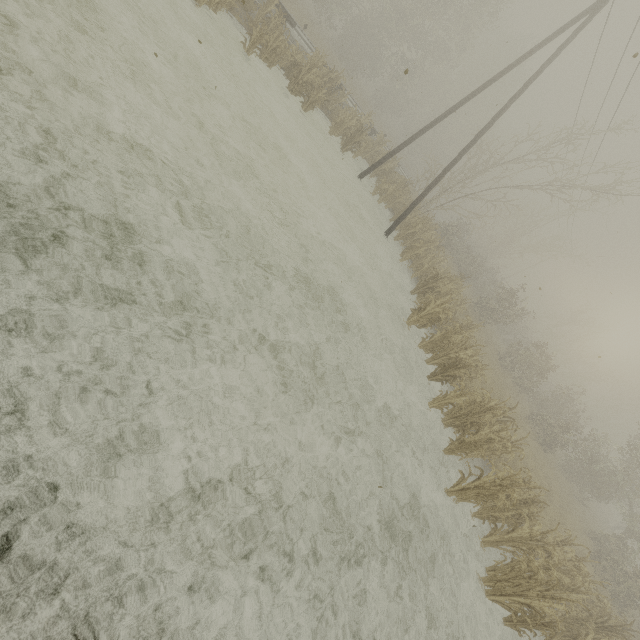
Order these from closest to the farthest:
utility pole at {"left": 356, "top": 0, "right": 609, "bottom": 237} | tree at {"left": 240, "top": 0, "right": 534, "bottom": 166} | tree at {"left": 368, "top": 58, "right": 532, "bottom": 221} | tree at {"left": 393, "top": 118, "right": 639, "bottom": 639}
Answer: tree at {"left": 393, "top": 118, "right": 639, "bottom": 639} → utility pole at {"left": 356, "top": 0, "right": 609, "bottom": 237} → tree at {"left": 240, "top": 0, "right": 534, "bottom": 166} → tree at {"left": 368, "top": 58, "right": 532, "bottom": 221}

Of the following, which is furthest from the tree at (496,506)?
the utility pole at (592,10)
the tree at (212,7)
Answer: the tree at (212,7)

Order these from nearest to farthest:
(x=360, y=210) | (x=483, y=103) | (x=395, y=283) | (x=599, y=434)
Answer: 1. (x=395, y=283)
2. (x=360, y=210)
3. (x=599, y=434)
4. (x=483, y=103)

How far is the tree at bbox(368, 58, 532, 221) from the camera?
18.5 meters

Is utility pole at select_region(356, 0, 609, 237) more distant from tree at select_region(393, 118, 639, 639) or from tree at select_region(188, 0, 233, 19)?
tree at select_region(188, 0, 233, 19)

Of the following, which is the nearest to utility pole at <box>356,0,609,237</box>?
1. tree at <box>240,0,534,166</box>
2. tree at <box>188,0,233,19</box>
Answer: tree at <box>240,0,534,166</box>

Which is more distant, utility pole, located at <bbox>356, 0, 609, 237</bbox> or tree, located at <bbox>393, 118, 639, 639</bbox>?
utility pole, located at <bbox>356, 0, 609, 237</bbox>

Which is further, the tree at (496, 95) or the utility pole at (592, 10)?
the tree at (496, 95)
